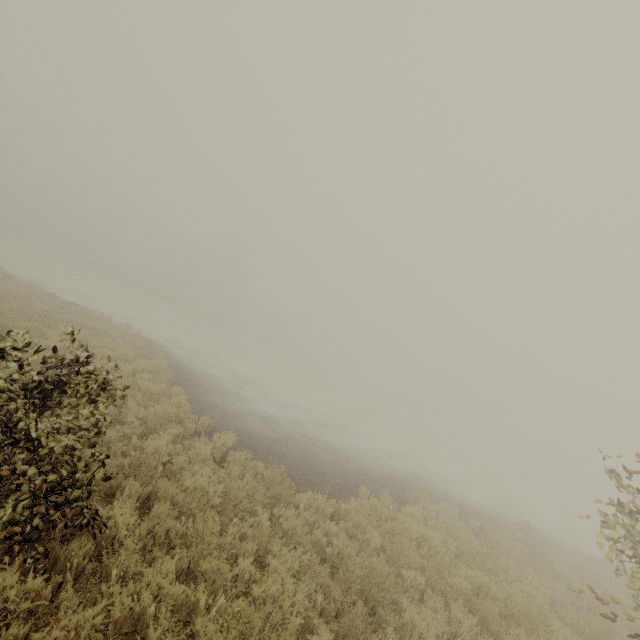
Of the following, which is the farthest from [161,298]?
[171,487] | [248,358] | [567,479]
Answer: [567,479]
